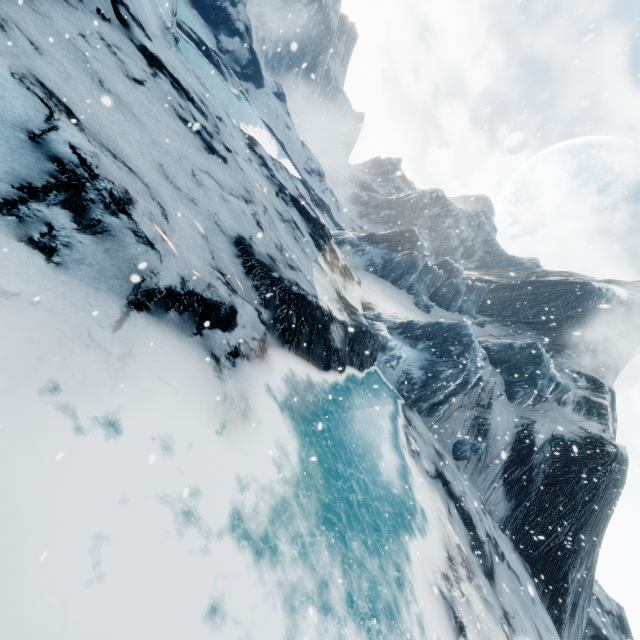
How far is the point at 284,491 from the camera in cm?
637
